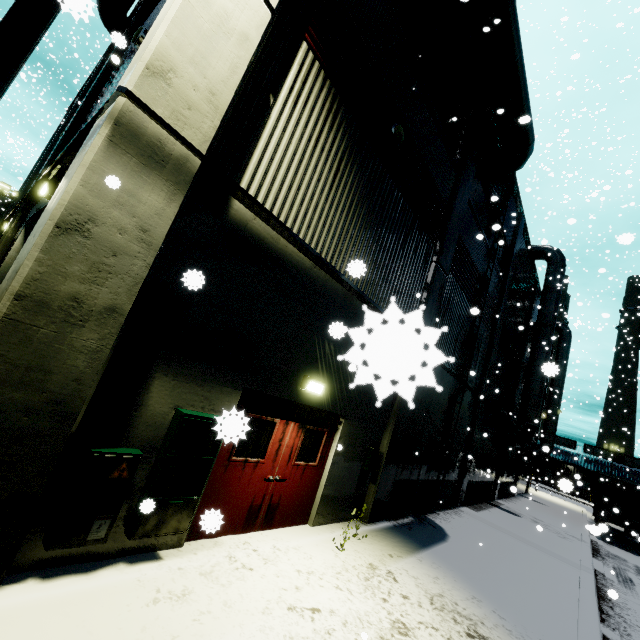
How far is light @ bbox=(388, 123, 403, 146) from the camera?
7.2 meters

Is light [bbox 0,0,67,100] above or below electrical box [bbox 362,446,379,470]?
above

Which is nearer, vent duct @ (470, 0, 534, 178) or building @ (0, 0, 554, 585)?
building @ (0, 0, 554, 585)

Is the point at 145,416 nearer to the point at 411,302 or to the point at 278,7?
the point at 278,7

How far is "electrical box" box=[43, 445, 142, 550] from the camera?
3.3m

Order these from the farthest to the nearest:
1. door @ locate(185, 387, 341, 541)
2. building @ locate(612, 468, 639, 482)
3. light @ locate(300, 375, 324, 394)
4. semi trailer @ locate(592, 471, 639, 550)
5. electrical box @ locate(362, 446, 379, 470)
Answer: building @ locate(612, 468, 639, 482)
semi trailer @ locate(592, 471, 639, 550)
electrical box @ locate(362, 446, 379, 470)
light @ locate(300, 375, 324, 394)
door @ locate(185, 387, 341, 541)

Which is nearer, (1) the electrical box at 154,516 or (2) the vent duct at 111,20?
(1) the electrical box at 154,516

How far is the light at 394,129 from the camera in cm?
720
